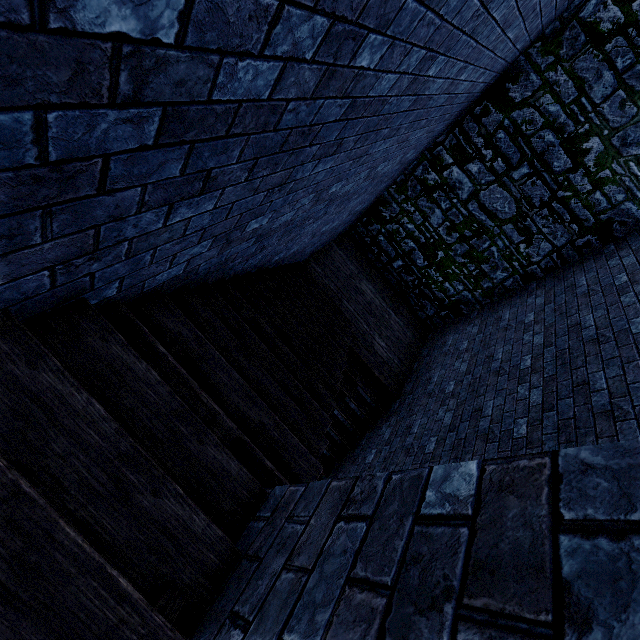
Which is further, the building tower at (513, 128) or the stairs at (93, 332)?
the building tower at (513, 128)

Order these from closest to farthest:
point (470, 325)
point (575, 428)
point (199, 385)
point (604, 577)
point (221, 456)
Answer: point (604, 577) → point (221, 456) → point (199, 385) → point (575, 428) → point (470, 325)

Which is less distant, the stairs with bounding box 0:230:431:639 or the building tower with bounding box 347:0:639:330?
the stairs with bounding box 0:230:431:639
